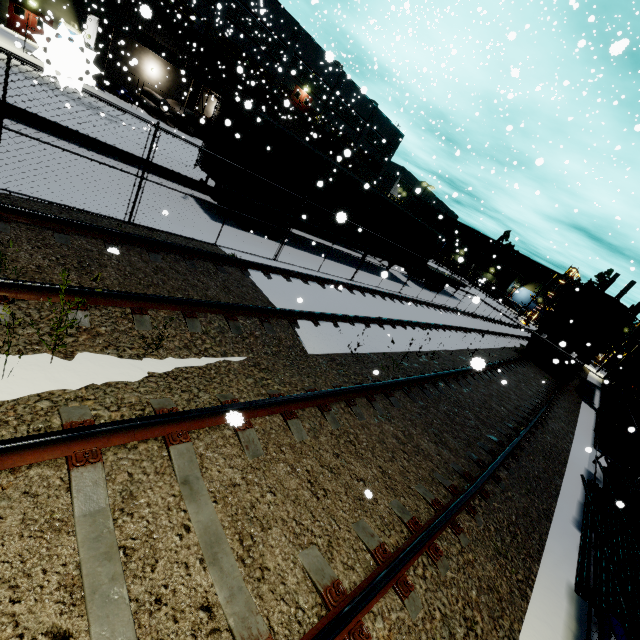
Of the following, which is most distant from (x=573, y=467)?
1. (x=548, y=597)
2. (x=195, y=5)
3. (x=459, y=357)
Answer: (x=195, y=5)

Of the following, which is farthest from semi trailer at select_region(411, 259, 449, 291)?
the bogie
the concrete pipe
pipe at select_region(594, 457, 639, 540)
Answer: the concrete pipe

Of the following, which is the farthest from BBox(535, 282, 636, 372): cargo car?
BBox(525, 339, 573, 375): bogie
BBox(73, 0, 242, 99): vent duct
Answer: BBox(73, 0, 242, 99): vent duct

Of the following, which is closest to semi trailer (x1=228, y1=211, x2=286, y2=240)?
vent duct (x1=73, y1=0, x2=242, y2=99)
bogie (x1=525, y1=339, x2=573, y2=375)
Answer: vent duct (x1=73, y1=0, x2=242, y2=99)

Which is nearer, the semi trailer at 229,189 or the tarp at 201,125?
the semi trailer at 229,189

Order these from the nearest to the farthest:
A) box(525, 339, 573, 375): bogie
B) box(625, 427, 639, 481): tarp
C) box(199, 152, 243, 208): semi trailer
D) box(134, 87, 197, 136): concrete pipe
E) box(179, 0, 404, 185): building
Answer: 1. box(625, 427, 639, 481): tarp
2. box(199, 152, 243, 208): semi trailer
3. box(525, 339, 573, 375): bogie
4. box(134, 87, 197, 136): concrete pipe
5. box(179, 0, 404, 185): building

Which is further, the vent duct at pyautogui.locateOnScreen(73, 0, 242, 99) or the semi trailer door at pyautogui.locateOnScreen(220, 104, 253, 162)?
the vent duct at pyautogui.locateOnScreen(73, 0, 242, 99)

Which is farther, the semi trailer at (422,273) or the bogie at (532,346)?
the semi trailer at (422,273)
